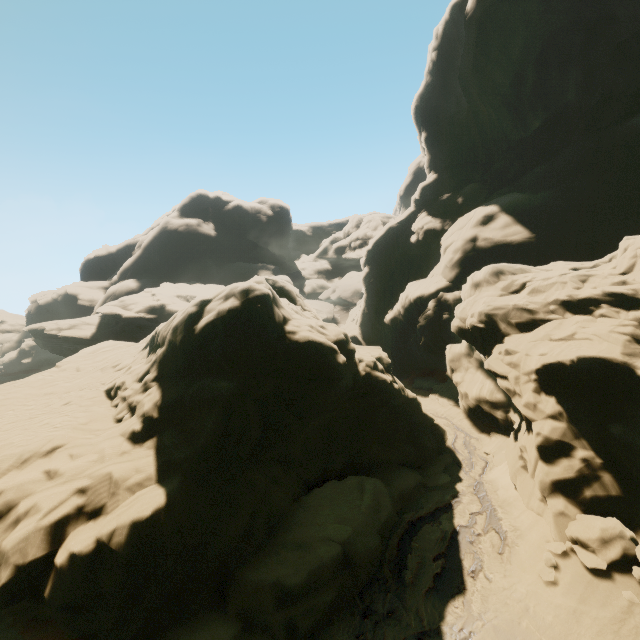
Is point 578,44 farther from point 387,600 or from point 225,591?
point 225,591

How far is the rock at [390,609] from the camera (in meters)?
10.12

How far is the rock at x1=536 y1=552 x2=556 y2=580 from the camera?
10.3 meters

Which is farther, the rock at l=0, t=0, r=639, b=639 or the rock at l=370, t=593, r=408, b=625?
the rock at l=370, t=593, r=408, b=625

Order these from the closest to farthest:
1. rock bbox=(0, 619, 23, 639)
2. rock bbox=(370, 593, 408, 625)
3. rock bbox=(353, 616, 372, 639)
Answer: rock bbox=(0, 619, 23, 639) → rock bbox=(353, 616, 372, 639) → rock bbox=(370, 593, 408, 625)

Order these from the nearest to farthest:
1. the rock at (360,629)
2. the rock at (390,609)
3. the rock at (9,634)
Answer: the rock at (9,634)
the rock at (360,629)
the rock at (390,609)
